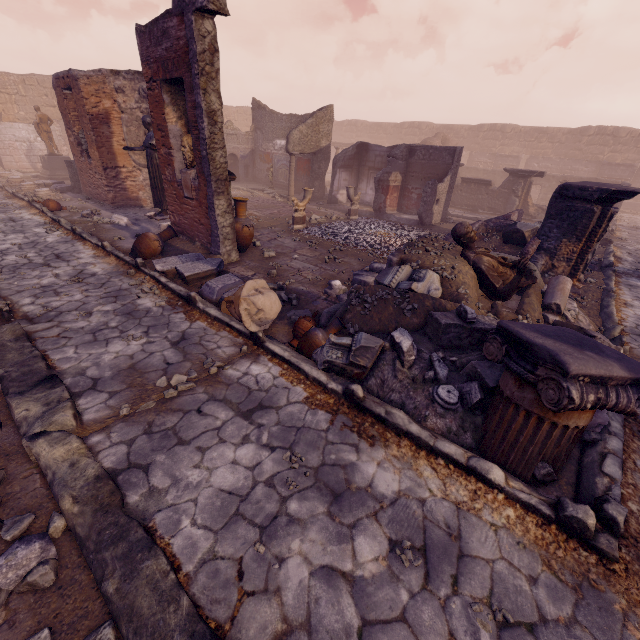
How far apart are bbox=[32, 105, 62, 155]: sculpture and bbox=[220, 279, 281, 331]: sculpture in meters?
18.4

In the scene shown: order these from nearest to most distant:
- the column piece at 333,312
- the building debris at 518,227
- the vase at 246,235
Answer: the column piece at 333,312 → the vase at 246,235 → the building debris at 518,227

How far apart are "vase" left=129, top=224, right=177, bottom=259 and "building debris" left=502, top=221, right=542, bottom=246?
8.95m

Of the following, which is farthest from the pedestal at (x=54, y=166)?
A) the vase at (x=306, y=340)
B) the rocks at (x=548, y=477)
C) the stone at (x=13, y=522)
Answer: the rocks at (x=548, y=477)

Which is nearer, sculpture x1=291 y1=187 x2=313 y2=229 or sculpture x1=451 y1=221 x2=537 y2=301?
sculpture x1=451 y1=221 x2=537 y2=301

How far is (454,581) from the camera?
2.37m

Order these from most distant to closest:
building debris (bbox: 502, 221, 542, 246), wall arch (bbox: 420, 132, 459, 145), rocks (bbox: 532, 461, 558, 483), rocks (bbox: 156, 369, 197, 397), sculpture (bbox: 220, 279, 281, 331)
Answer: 1. wall arch (bbox: 420, 132, 459, 145)
2. building debris (bbox: 502, 221, 542, 246)
3. sculpture (bbox: 220, 279, 281, 331)
4. rocks (bbox: 156, 369, 197, 397)
5. rocks (bbox: 532, 461, 558, 483)

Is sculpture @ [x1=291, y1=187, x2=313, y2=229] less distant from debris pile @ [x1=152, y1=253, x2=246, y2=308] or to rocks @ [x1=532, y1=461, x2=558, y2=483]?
debris pile @ [x1=152, y1=253, x2=246, y2=308]
